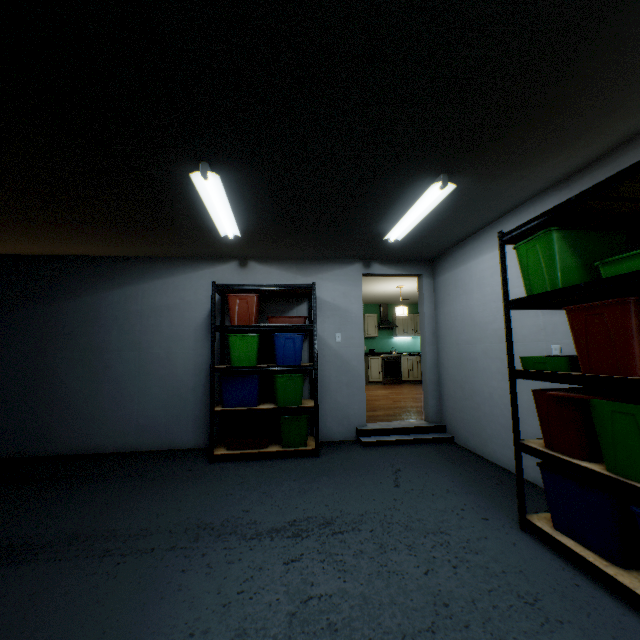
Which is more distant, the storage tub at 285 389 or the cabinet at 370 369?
the cabinet at 370 369

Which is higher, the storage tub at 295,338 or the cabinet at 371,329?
the cabinet at 371,329

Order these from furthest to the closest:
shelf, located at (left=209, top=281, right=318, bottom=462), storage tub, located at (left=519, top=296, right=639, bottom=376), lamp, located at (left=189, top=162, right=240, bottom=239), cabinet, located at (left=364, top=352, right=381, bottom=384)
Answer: cabinet, located at (left=364, top=352, right=381, bottom=384)
shelf, located at (left=209, top=281, right=318, bottom=462)
lamp, located at (left=189, top=162, right=240, bottom=239)
storage tub, located at (left=519, top=296, right=639, bottom=376)

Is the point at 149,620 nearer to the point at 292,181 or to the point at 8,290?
the point at 292,181

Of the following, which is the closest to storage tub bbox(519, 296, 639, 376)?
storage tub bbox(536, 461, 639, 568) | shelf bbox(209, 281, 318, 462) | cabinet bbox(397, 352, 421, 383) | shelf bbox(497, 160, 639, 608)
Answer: shelf bbox(497, 160, 639, 608)

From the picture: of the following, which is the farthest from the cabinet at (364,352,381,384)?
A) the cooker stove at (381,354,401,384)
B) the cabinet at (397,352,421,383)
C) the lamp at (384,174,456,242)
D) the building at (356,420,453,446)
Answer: the lamp at (384,174,456,242)

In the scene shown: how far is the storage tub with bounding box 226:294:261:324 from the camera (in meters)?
3.71

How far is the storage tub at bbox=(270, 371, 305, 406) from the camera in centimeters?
365cm
